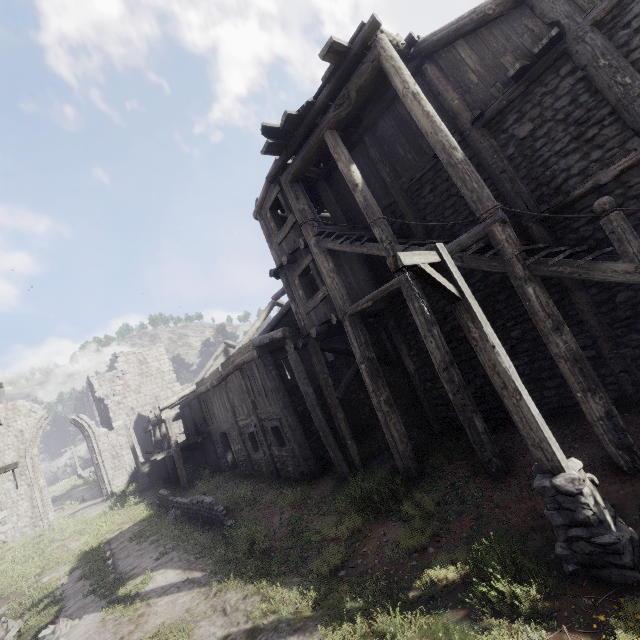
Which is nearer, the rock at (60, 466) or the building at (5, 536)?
the building at (5, 536)

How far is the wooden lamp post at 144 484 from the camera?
22.3 meters

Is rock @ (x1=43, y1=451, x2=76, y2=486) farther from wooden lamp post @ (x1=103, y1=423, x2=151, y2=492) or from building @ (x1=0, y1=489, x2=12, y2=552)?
wooden lamp post @ (x1=103, y1=423, x2=151, y2=492)

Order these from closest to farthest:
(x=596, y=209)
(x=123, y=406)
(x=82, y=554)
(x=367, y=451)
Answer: (x=596, y=209) → (x=367, y=451) → (x=82, y=554) → (x=123, y=406)

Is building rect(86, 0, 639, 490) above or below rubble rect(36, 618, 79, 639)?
above

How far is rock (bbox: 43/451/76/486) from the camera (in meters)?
52.88

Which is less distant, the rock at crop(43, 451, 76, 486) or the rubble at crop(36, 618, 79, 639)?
the rubble at crop(36, 618, 79, 639)

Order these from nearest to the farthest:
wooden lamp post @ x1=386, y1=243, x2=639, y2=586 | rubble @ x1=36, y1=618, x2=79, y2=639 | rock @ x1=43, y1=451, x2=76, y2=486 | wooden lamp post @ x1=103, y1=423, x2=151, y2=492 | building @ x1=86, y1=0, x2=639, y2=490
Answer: wooden lamp post @ x1=386, y1=243, x2=639, y2=586
building @ x1=86, y1=0, x2=639, y2=490
rubble @ x1=36, y1=618, x2=79, y2=639
wooden lamp post @ x1=103, y1=423, x2=151, y2=492
rock @ x1=43, y1=451, x2=76, y2=486
